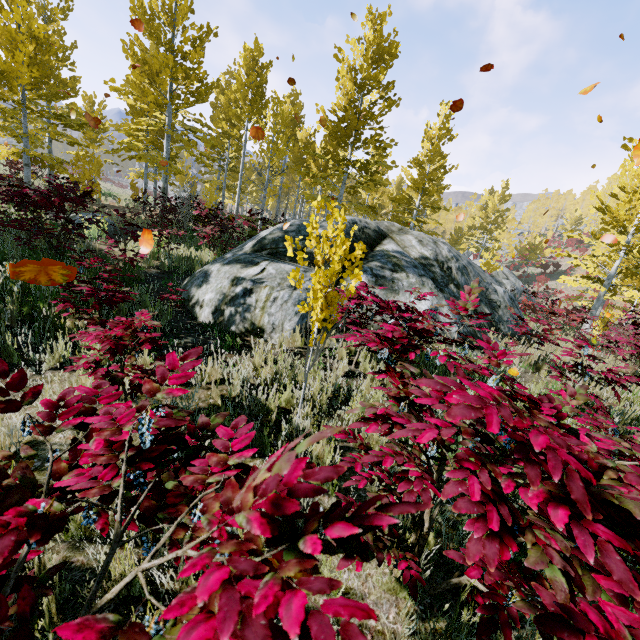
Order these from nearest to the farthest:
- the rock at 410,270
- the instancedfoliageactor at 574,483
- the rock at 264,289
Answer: the instancedfoliageactor at 574,483
the rock at 264,289
the rock at 410,270

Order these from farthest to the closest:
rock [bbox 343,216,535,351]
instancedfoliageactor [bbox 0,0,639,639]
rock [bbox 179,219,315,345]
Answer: rock [bbox 343,216,535,351] → rock [bbox 179,219,315,345] → instancedfoliageactor [bbox 0,0,639,639]

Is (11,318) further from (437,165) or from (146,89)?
(437,165)

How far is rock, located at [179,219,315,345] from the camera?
5.28m

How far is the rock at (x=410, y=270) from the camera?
6.9m

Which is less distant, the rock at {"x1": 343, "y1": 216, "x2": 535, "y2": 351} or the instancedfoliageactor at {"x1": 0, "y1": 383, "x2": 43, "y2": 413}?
the instancedfoliageactor at {"x1": 0, "y1": 383, "x2": 43, "y2": 413}
